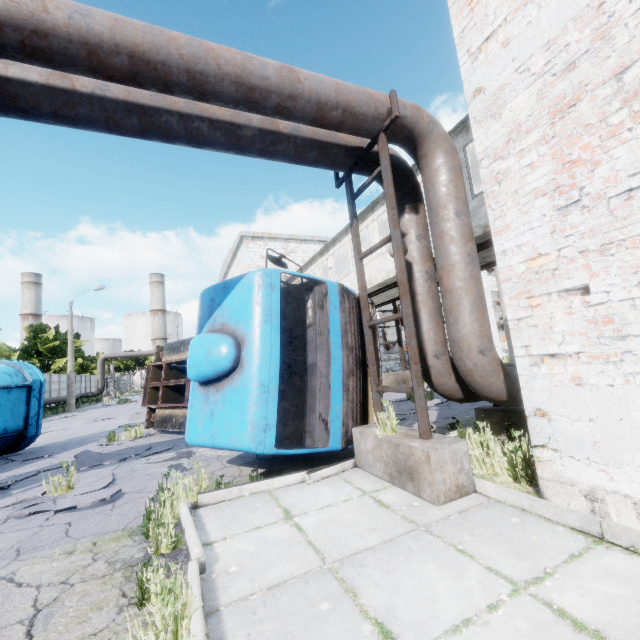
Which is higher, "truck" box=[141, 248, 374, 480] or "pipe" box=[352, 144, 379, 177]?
"pipe" box=[352, 144, 379, 177]

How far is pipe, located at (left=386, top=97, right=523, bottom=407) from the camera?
4.41m

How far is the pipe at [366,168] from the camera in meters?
5.3 m

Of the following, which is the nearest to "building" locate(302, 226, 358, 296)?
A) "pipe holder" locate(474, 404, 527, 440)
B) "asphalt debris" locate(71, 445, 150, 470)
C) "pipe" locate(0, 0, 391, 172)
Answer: "pipe" locate(0, 0, 391, 172)

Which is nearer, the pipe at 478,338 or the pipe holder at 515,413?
the pipe at 478,338

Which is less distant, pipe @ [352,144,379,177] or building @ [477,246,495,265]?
pipe @ [352,144,379,177]

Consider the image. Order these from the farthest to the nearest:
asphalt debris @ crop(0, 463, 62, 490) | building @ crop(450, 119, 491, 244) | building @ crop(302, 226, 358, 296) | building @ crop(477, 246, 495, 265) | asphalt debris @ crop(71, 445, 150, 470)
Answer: building @ crop(302, 226, 358, 296) < building @ crop(477, 246, 495, 265) < building @ crop(450, 119, 491, 244) < asphalt debris @ crop(71, 445, 150, 470) < asphalt debris @ crop(0, 463, 62, 490)

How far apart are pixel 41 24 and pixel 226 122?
1.9 meters
